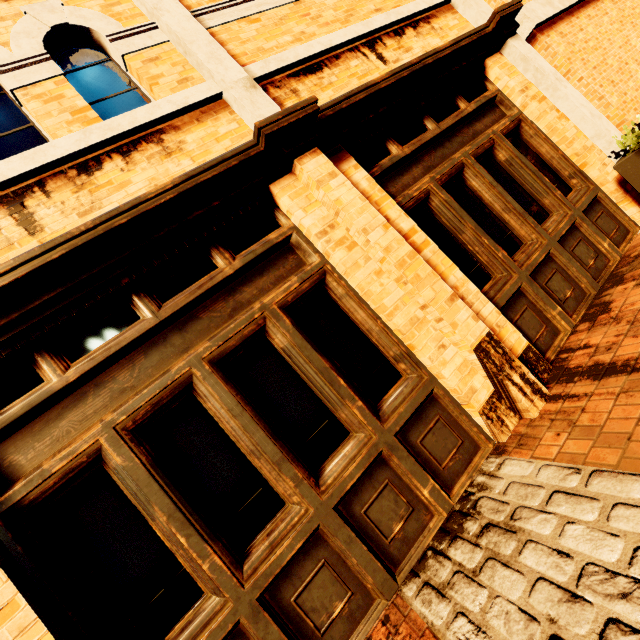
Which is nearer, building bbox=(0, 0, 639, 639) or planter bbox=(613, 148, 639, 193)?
building bbox=(0, 0, 639, 639)

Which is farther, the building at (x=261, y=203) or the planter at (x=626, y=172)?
the planter at (x=626, y=172)

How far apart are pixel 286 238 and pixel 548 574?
2.9 meters
